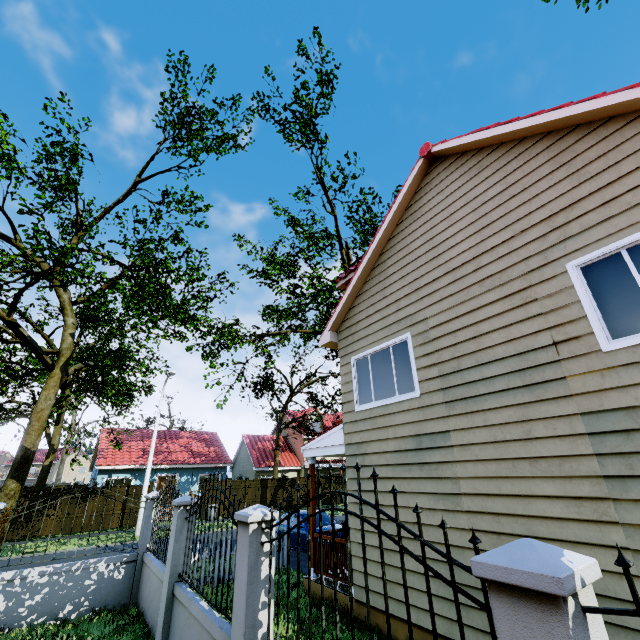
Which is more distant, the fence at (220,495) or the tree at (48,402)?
the tree at (48,402)

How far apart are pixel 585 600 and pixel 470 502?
4.2 meters

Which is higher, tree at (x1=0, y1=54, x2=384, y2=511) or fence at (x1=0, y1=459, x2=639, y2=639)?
tree at (x1=0, y1=54, x2=384, y2=511)

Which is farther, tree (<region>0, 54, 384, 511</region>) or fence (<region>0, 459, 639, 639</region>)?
tree (<region>0, 54, 384, 511</region>)

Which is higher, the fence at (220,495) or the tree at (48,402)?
the tree at (48,402)
